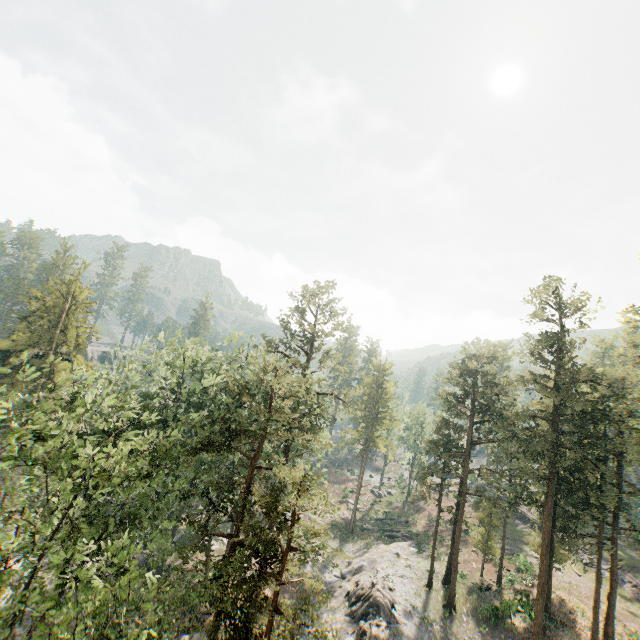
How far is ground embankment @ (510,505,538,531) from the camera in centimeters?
4978cm

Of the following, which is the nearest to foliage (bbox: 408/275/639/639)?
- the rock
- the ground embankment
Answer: the rock

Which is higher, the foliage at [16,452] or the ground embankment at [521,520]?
the foliage at [16,452]

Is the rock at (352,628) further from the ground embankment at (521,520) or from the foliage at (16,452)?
the ground embankment at (521,520)

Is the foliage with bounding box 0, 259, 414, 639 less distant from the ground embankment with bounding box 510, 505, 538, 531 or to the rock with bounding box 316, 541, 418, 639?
A: the rock with bounding box 316, 541, 418, 639

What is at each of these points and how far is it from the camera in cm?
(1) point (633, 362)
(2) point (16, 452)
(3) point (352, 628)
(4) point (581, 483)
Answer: (1) foliage, 5512
(2) foliage, 1805
(3) rock, 2931
(4) foliage, 2812
